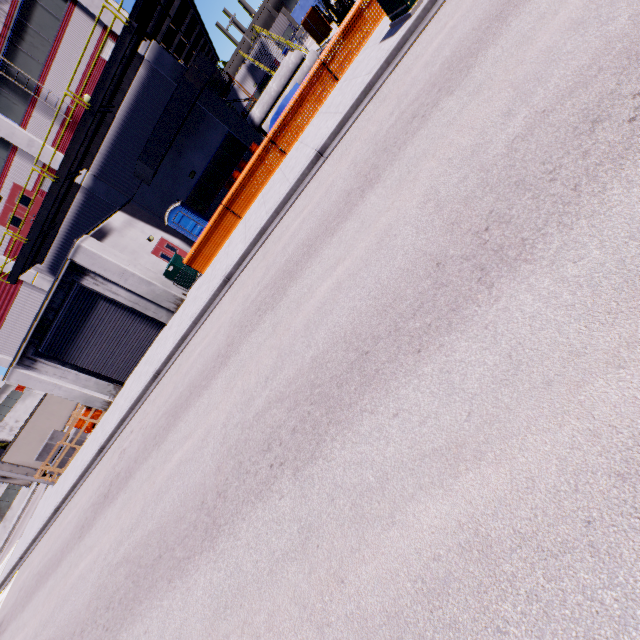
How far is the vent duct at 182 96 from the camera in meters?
16.9

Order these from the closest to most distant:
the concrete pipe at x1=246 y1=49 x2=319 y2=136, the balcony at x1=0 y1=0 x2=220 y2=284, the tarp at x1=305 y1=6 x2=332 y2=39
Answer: the balcony at x1=0 y1=0 x2=220 y2=284 < the concrete pipe at x1=246 y1=49 x2=319 y2=136 < the tarp at x1=305 y1=6 x2=332 y2=39

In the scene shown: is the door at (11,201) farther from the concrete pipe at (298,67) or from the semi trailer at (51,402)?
the semi trailer at (51,402)

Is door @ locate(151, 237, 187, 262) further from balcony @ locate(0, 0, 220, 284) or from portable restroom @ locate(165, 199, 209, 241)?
balcony @ locate(0, 0, 220, 284)

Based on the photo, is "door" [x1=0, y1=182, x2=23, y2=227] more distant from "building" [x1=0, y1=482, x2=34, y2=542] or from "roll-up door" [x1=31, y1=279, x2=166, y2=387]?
"roll-up door" [x1=31, y1=279, x2=166, y2=387]

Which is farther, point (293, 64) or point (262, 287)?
point (293, 64)

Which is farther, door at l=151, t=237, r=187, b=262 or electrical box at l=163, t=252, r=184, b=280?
door at l=151, t=237, r=187, b=262

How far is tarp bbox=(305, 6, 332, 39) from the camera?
22.07m
